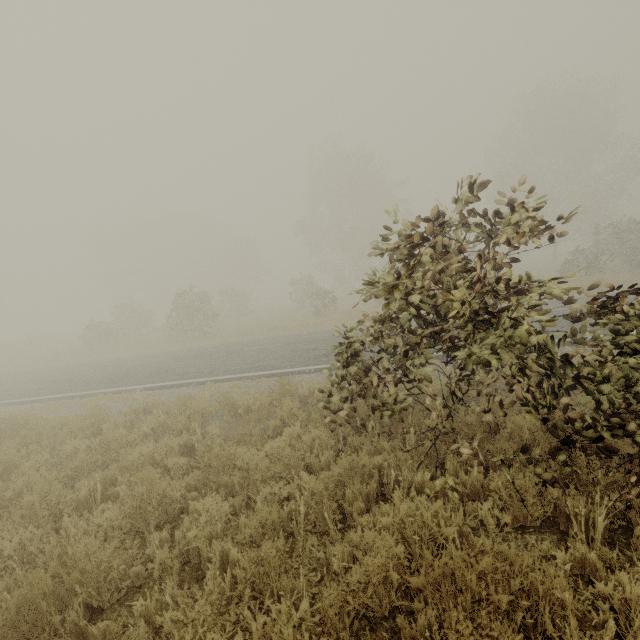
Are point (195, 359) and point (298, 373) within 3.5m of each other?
no
